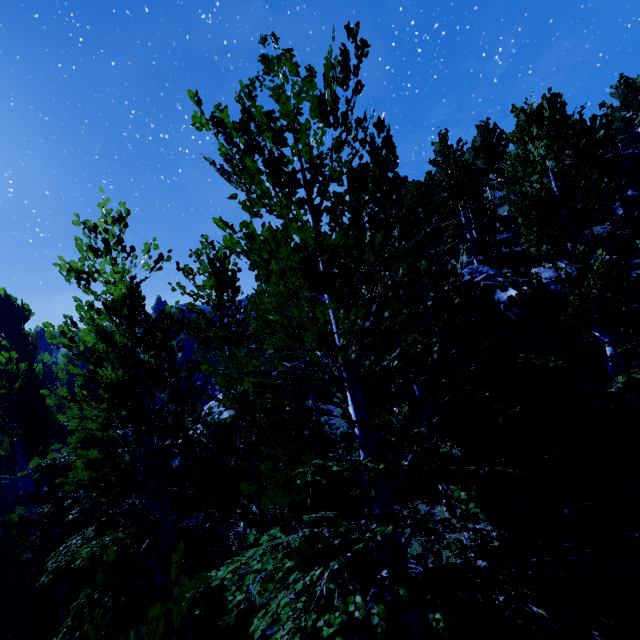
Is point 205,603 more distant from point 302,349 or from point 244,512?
point 244,512

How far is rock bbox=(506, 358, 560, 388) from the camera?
10.7 meters

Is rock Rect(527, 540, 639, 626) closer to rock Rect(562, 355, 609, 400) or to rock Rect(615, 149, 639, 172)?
rock Rect(562, 355, 609, 400)

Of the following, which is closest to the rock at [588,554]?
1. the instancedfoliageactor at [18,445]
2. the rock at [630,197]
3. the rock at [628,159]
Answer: the instancedfoliageactor at [18,445]

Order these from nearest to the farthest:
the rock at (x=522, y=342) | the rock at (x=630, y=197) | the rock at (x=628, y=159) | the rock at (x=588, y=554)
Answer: the rock at (x=588, y=554) < the rock at (x=522, y=342) < the rock at (x=630, y=197) < the rock at (x=628, y=159)

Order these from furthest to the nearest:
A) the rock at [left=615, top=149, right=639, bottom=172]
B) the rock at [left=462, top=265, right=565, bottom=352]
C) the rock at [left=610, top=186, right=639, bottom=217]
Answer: the rock at [left=615, top=149, right=639, bottom=172], the rock at [left=610, top=186, right=639, bottom=217], the rock at [left=462, top=265, right=565, bottom=352]

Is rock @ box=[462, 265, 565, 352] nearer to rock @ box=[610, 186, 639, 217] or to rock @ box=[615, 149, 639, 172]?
rock @ box=[610, 186, 639, 217]
